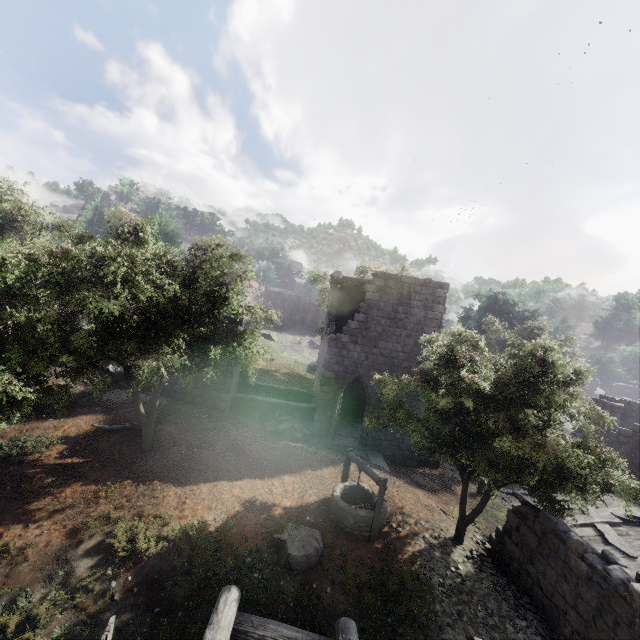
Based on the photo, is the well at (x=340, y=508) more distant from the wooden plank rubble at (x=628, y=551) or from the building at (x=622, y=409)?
the wooden plank rubble at (x=628, y=551)

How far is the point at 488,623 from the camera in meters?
8.6 m

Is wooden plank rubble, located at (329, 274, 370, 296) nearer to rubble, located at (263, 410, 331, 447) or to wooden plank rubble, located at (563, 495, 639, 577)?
rubble, located at (263, 410, 331, 447)

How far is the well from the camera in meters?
10.5 m

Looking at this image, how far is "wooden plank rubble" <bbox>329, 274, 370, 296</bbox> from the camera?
17.75m

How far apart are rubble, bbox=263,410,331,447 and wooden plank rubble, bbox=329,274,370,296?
7.5m

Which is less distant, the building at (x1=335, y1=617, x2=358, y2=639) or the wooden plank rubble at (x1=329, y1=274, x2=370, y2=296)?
the building at (x1=335, y1=617, x2=358, y2=639)

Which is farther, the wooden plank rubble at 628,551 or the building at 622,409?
the building at 622,409
